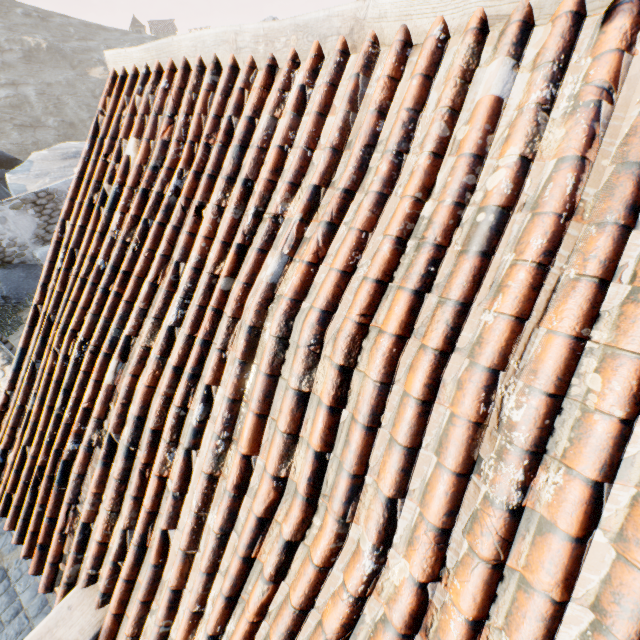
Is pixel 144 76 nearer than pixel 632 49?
No

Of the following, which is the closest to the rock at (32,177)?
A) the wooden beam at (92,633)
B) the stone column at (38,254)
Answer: the stone column at (38,254)

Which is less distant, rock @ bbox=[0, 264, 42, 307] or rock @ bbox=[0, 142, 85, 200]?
rock @ bbox=[0, 264, 42, 307]

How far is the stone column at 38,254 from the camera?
11.89m

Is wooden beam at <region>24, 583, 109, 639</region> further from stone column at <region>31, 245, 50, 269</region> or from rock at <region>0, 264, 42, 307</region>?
stone column at <region>31, 245, 50, 269</region>

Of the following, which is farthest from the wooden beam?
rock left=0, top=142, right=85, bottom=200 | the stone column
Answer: the stone column
